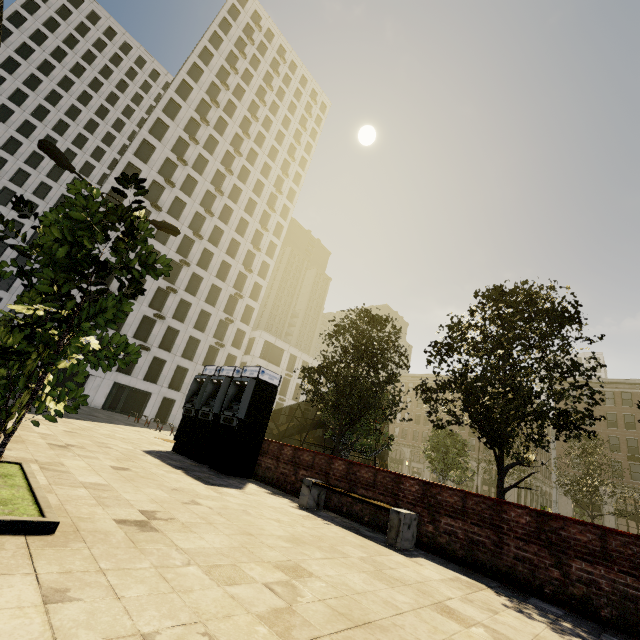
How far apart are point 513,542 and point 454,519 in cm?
99

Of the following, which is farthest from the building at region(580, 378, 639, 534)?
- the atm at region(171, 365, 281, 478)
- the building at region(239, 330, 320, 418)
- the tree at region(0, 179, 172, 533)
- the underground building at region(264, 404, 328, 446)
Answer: the underground building at region(264, 404, 328, 446)

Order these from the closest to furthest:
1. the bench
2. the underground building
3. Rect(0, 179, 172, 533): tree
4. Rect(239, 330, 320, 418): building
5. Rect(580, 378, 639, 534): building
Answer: Rect(0, 179, 172, 533): tree < the bench < the underground building < Rect(580, 378, 639, 534): building < Rect(239, 330, 320, 418): building

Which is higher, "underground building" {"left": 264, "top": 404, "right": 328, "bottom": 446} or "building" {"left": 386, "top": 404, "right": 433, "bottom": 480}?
"building" {"left": 386, "top": 404, "right": 433, "bottom": 480}

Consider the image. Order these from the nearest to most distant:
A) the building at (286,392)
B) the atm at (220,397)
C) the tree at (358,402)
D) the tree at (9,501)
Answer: the tree at (9,501), the atm at (220,397), the tree at (358,402), the building at (286,392)

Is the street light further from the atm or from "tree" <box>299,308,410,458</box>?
the atm

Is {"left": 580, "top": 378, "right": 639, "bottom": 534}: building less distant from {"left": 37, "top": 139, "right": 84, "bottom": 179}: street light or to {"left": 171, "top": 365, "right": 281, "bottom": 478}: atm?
{"left": 37, "top": 139, "right": 84, "bottom": 179}: street light

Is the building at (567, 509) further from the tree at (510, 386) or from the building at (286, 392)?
the building at (286, 392)
